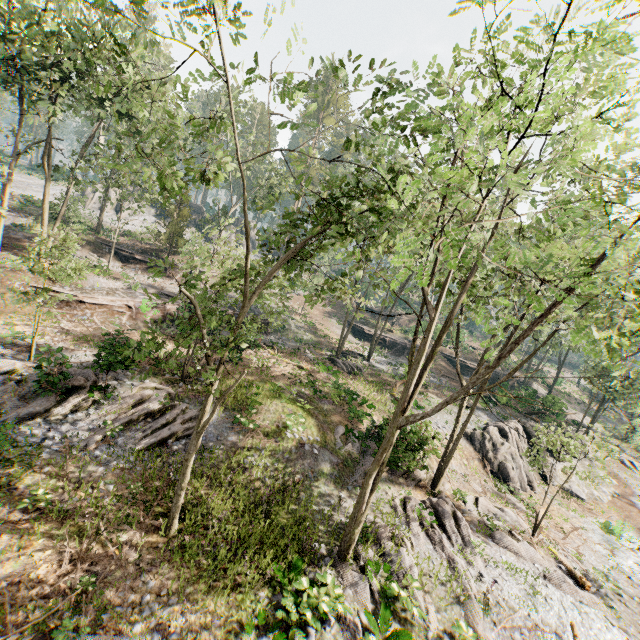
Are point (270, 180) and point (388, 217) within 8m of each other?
no

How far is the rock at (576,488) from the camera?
24.5m

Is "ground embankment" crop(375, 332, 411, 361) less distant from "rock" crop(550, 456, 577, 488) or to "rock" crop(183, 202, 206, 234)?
"rock" crop(550, 456, 577, 488)

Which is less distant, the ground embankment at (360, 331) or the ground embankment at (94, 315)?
the ground embankment at (94, 315)

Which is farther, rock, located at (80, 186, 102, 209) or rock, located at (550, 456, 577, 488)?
rock, located at (80, 186, 102, 209)

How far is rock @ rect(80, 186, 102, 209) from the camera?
48.0 meters

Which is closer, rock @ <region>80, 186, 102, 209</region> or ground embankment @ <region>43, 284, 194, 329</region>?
ground embankment @ <region>43, 284, 194, 329</region>

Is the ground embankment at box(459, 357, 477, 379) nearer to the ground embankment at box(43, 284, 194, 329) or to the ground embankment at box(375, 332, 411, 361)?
the ground embankment at box(375, 332, 411, 361)
